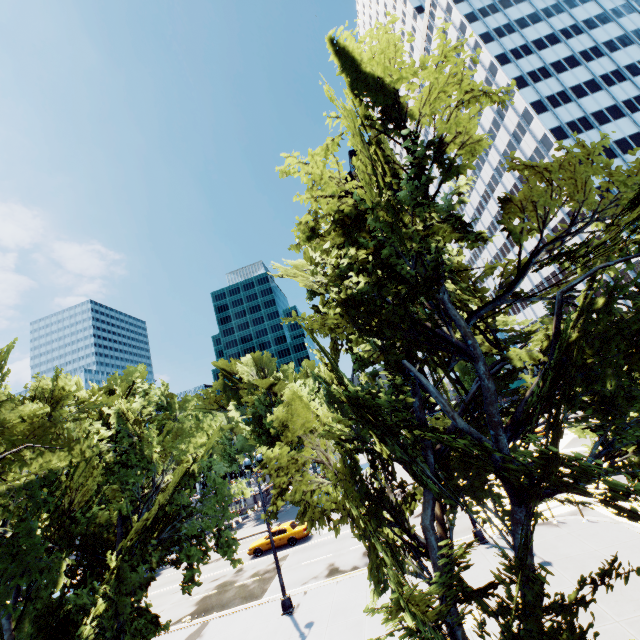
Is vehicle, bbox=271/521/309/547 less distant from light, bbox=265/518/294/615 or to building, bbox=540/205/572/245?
light, bbox=265/518/294/615

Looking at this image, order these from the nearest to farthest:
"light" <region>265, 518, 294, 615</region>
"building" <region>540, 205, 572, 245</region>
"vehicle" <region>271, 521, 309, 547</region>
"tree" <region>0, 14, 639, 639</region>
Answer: "tree" <region>0, 14, 639, 639</region> → "light" <region>265, 518, 294, 615</region> → "vehicle" <region>271, 521, 309, 547</region> → "building" <region>540, 205, 572, 245</region>

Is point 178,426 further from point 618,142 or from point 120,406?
point 618,142

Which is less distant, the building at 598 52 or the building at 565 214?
the building at 598 52

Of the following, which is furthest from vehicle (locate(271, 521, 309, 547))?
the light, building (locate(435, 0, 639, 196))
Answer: building (locate(435, 0, 639, 196))

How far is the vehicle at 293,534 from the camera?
25.6m

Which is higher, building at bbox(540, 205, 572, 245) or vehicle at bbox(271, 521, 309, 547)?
building at bbox(540, 205, 572, 245)

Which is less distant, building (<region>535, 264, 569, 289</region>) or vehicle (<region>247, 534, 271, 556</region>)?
vehicle (<region>247, 534, 271, 556</region>)
